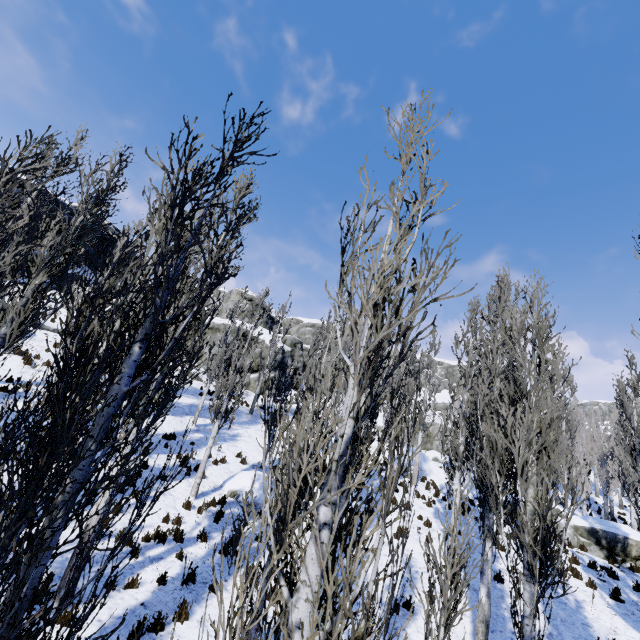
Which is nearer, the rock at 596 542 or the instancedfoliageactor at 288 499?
Result: the instancedfoliageactor at 288 499

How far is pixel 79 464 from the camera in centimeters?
235cm

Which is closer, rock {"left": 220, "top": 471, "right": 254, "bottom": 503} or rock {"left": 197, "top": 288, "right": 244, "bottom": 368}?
rock {"left": 220, "top": 471, "right": 254, "bottom": 503}

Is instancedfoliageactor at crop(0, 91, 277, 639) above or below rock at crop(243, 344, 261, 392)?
below

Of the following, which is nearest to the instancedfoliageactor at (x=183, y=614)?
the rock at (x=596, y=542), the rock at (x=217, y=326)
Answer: the rock at (x=596, y=542)

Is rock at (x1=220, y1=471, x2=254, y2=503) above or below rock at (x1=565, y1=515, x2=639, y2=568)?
below

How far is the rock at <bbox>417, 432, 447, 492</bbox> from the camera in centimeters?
2244cm
